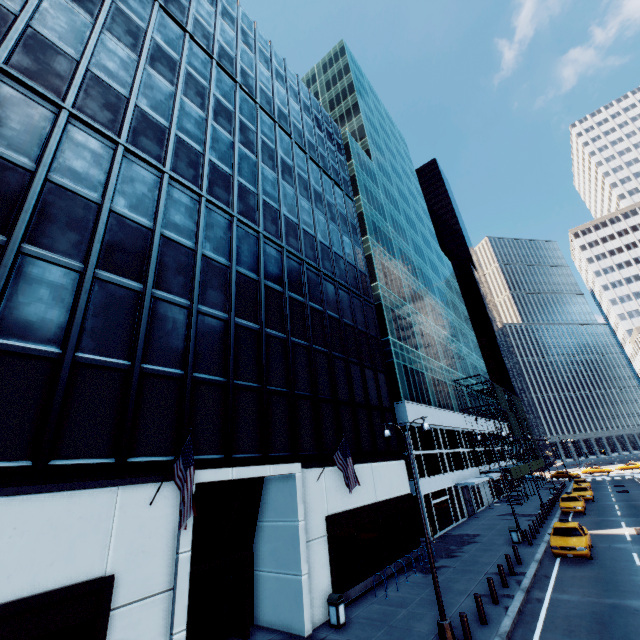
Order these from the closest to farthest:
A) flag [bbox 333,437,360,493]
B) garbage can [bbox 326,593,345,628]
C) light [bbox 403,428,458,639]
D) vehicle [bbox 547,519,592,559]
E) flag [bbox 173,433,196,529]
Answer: flag [bbox 173,433,196,529] < light [bbox 403,428,458,639] < garbage can [bbox 326,593,345,628] < flag [bbox 333,437,360,493] < vehicle [bbox 547,519,592,559]

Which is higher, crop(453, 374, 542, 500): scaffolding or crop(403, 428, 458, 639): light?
crop(453, 374, 542, 500): scaffolding

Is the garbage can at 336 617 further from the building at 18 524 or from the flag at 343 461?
the flag at 343 461

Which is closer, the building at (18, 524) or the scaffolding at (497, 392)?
the building at (18, 524)

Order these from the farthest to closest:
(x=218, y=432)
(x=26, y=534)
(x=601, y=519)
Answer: (x=601, y=519) → (x=218, y=432) → (x=26, y=534)

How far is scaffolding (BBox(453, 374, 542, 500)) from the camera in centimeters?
4028cm

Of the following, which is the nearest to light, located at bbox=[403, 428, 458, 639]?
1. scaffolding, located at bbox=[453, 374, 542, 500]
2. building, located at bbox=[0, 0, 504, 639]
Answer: building, located at bbox=[0, 0, 504, 639]

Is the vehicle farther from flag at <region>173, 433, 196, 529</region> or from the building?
flag at <region>173, 433, 196, 529</region>
